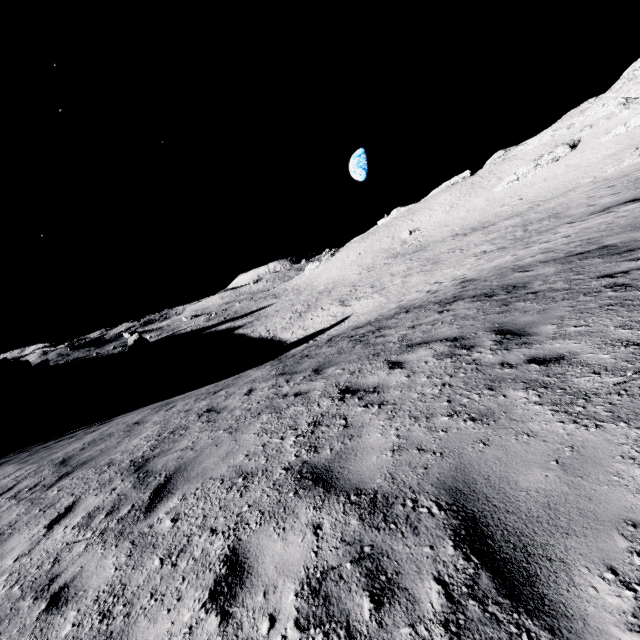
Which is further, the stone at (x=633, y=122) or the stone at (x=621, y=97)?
the stone at (x=621, y=97)

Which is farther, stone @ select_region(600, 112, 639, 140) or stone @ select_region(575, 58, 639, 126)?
stone @ select_region(575, 58, 639, 126)

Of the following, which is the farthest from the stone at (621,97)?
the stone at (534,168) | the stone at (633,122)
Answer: the stone at (534,168)

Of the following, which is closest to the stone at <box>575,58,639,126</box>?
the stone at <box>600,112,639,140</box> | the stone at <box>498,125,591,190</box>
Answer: the stone at <box>600,112,639,140</box>

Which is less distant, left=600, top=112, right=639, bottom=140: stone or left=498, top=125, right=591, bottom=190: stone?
left=600, top=112, right=639, bottom=140: stone

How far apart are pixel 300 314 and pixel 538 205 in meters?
37.6

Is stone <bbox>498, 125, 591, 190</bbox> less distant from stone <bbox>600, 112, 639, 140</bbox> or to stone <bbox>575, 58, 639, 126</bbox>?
stone <bbox>600, 112, 639, 140</bbox>
